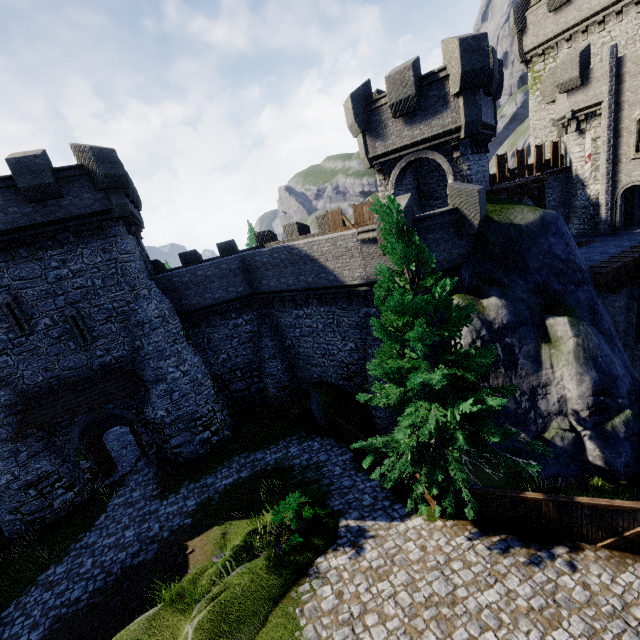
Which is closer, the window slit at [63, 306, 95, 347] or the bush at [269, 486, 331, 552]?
the bush at [269, 486, 331, 552]

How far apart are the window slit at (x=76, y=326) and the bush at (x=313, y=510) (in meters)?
13.12

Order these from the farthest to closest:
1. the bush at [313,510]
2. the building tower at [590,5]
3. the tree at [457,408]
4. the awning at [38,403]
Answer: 1. the building tower at [590,5]
2. the awning at [38,403]
3. the bush at [313,510]
4. the tree at [457,408]

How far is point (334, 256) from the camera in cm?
1631

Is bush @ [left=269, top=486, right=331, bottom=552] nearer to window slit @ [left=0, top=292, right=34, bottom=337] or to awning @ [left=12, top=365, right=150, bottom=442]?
awning @ [left=12, top=365, right=150, bottom=442]

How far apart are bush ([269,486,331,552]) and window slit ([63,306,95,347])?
13.12m

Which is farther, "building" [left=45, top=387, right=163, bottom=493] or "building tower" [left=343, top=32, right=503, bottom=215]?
"building" [left=45, top=387, right=163, bottom=493]

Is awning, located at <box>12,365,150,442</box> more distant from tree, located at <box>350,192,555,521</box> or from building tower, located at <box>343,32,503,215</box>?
building tower, located at <box>343,32,503,215</box>
